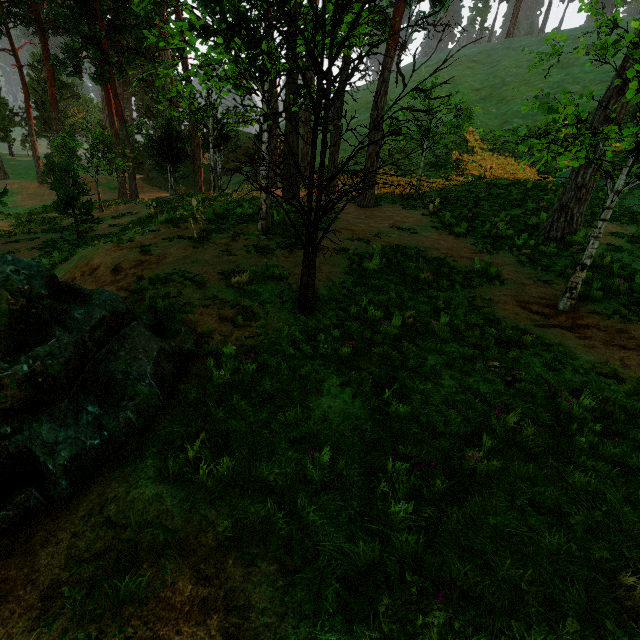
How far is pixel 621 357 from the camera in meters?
5.2 m

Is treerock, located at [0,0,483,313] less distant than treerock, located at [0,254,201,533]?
No

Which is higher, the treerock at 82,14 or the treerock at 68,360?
the treerock at 82,14

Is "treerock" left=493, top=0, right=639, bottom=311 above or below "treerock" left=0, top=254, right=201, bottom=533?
above
